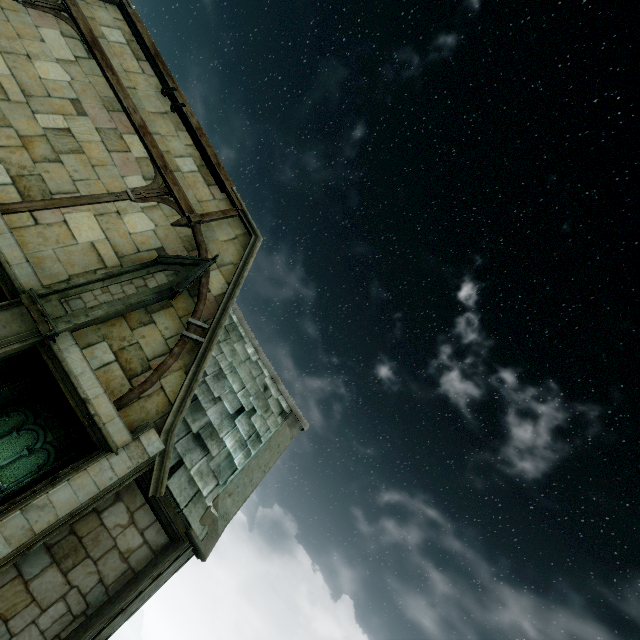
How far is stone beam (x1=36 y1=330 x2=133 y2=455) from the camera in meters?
6.4

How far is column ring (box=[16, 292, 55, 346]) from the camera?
6.02m

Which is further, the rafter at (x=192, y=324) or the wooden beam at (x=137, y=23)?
the wooden beam at (x=137, y=23)

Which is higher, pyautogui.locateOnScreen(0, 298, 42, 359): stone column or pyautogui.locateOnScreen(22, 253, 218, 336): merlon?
pyautogui.locateOnScreen(22, 253, 218, 336): merlon

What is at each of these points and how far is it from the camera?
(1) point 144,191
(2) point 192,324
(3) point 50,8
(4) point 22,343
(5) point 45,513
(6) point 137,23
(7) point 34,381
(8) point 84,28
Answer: (1) stone column, 8.8 meters
(2) rafter, 8.4 meters
(3) stone column, 8.8 meters
(4) stone column, 6.1 meters
(5) stone column, 5.6 meters
(6) wooden beam, 10.3 meters
(7) stone column, 15.4 meters
(8) wooden beam, 9.1 meters

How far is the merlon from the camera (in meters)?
6.45

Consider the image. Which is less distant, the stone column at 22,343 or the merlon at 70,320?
the stone column at 22,343

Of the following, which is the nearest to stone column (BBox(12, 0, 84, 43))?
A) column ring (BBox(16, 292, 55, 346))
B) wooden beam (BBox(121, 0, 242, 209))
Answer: wooden beam (BBox(121, 0, 242, 209))
